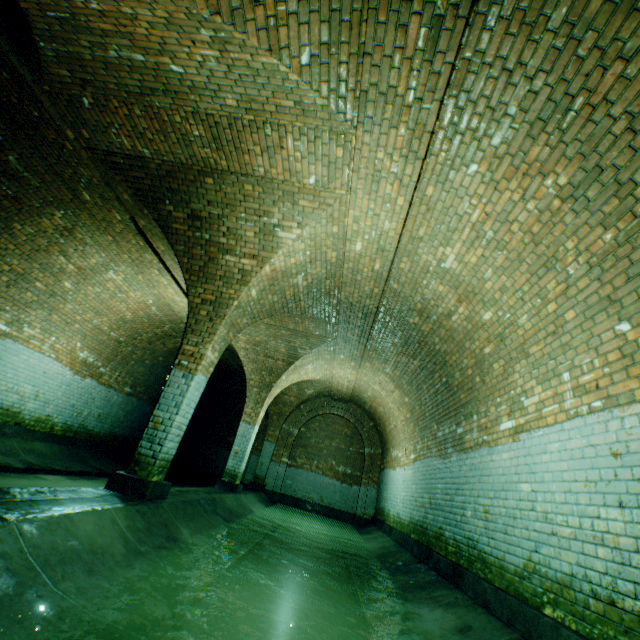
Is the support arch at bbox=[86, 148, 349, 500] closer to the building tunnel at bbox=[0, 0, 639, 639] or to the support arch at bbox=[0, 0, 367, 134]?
the building tunnel at bbox=[0, 0, 639, 639]

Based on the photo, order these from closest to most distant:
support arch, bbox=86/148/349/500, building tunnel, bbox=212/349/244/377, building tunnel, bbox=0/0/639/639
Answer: building tunnel, bbox=0/0/639/639, support arch, bbox=86/148/349/500, building tunnel, bbox=212/349/244/377

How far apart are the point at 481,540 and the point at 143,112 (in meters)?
7.20

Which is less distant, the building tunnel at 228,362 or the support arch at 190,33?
the support arch at 190,33

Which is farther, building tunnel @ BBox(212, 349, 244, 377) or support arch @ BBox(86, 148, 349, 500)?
building tunnel @ BBox(212, 349, 244, 377)

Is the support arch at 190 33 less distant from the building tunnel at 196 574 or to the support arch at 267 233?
the building tunnel at 196 574

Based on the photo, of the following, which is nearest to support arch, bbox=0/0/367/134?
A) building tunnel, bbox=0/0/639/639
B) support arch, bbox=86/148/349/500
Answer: building tunnel, bbox=0/0/639/639
